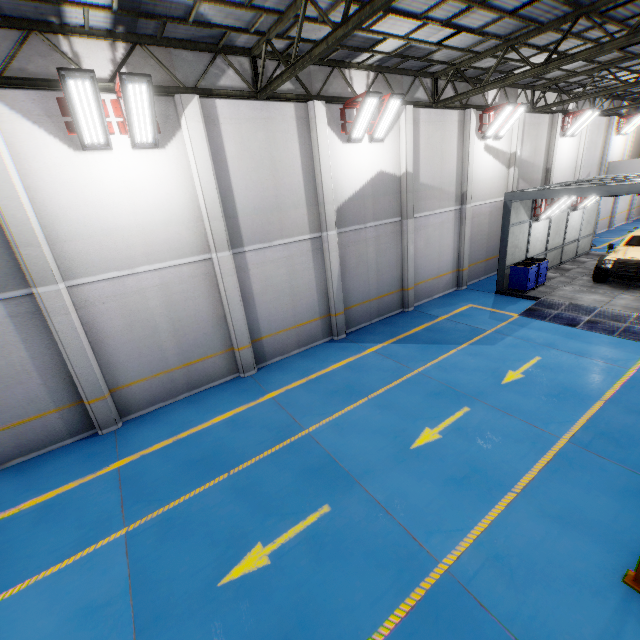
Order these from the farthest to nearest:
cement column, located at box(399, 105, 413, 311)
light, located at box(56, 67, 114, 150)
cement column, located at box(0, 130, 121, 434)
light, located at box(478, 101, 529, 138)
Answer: light, located at box(478, 101, 529, 138), cement column, located at box(399, 105, 413, 311), cement column, located at box(0, 130, 121, 434), light, located at box(56, 67, 114, 150)

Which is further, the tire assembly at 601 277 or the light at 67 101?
the tire assembly at 601 277

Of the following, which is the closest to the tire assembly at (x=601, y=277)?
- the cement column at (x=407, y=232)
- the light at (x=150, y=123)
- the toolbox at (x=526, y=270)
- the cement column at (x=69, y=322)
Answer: the toolbox at (x=526, y=270)

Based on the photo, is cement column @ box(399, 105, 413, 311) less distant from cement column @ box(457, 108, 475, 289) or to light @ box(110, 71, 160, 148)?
cement column @ box(457, 108, 475, 289)

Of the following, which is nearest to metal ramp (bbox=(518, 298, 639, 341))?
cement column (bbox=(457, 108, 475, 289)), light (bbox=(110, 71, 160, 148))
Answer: cement column (bbox=(457, 108, 475, 289))

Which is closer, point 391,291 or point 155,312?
point 155,312

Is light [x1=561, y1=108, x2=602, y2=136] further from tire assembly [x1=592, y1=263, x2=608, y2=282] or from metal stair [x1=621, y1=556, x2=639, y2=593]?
metal stair [x1=621, y1=556, x2=639, y2=593]

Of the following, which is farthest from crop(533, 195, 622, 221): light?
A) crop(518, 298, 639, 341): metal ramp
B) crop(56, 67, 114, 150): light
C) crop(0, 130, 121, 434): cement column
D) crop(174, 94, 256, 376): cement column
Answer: crop(0, 130, 121, 434): cement column
